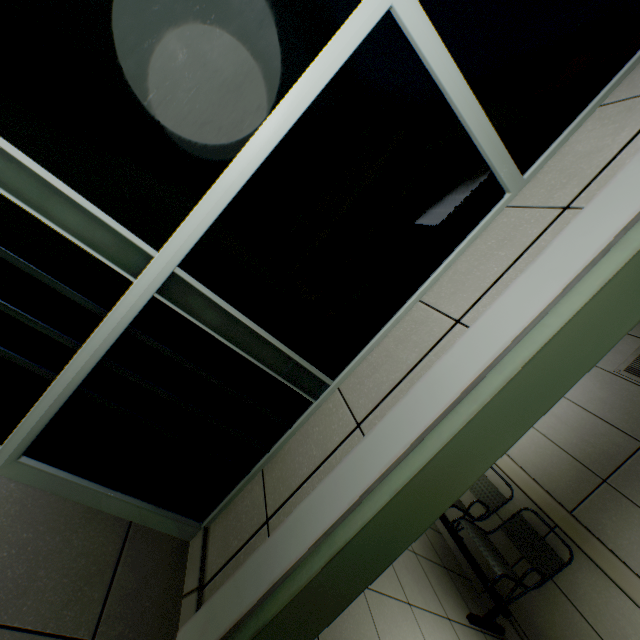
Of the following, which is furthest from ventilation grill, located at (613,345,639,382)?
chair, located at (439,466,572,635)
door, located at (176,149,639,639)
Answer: door, located at (176,149,639,639)

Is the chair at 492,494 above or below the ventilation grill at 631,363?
below

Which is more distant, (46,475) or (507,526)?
(507,526)

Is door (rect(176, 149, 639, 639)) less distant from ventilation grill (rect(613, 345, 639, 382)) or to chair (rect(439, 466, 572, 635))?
chair (rect(439, 466, 572, 635))

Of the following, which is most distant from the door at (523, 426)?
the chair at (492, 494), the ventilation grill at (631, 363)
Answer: the ventilation grill at (631, 363)

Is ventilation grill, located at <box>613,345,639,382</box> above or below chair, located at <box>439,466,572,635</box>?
above

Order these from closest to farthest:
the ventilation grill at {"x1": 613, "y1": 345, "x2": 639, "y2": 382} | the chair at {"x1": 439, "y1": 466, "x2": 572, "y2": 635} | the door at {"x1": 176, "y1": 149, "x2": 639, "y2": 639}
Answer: the door at {"x1": 176, "y1": 149, "x2": 639, "y2": 639}, the chair at {"x1": 439, "y1": 466, "x2": 572, "y2": 635}, the ventilation grill at {"x1": 613, "y1": 345, "x2": 639, "y2": 382}
